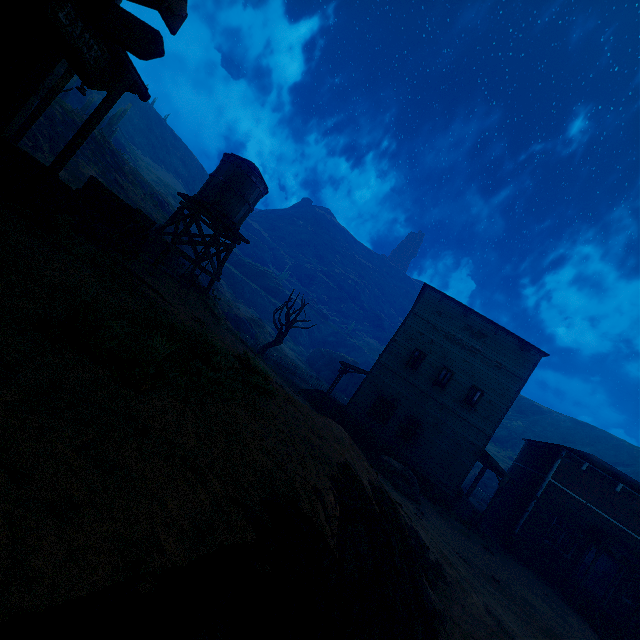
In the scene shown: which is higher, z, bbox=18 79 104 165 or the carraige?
z, bbox=18 79 104 165

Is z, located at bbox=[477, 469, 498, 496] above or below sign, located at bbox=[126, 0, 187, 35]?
below

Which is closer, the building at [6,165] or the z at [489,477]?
the building at [6,165]

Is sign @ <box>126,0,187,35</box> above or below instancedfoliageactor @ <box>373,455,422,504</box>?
above

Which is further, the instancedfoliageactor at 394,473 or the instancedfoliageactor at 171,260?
the instancedfoliageactor at 171,260

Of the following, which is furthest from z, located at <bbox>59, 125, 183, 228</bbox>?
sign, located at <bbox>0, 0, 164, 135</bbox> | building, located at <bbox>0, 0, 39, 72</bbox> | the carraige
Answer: the carraige

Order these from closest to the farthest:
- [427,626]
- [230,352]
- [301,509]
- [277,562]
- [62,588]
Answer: [62,588] < [277,562] < [301,509] < [230,352] < [427,626]

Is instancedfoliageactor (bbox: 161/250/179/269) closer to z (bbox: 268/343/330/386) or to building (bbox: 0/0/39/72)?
z (bbox: 268/343/330/386)
